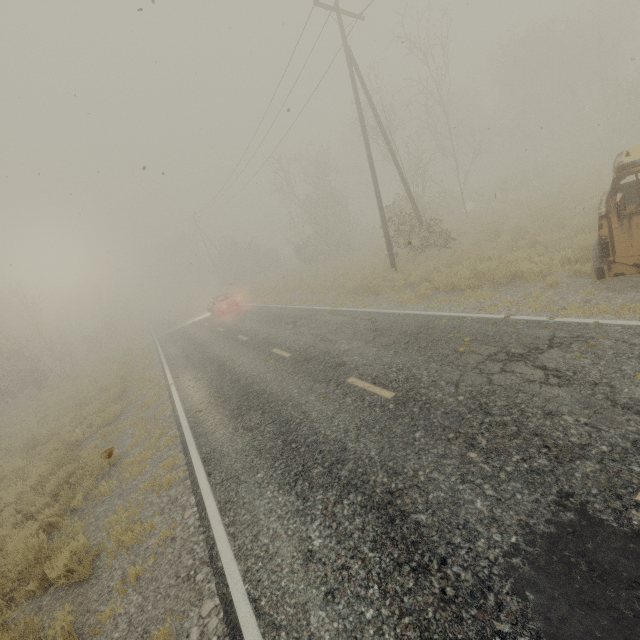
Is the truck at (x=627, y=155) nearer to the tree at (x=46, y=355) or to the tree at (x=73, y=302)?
the tree at (x=46, y=355)

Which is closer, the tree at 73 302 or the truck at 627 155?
the truck at 627 155

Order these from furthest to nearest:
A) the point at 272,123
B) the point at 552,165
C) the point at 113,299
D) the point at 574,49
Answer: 1. the point at 113,299
2. the point at 574,49
3. the point at 552,165
4. the point at 272,123

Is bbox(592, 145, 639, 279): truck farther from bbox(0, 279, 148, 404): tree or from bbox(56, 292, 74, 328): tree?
bbox(56, 292, 74, 328): tree

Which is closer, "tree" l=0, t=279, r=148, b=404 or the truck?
the truck

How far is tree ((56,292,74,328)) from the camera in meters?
48.1 m

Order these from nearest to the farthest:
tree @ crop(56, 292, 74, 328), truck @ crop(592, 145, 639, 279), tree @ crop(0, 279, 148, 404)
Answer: truck @ crop(592, 145, 639, 279) < tree @ crop(0, 279, 148, 404) < tree @ crop(56, 292, 74, 328)

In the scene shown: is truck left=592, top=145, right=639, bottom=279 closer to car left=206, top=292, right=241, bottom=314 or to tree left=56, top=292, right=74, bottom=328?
car left=206, top=292, right=241, bottom=314
